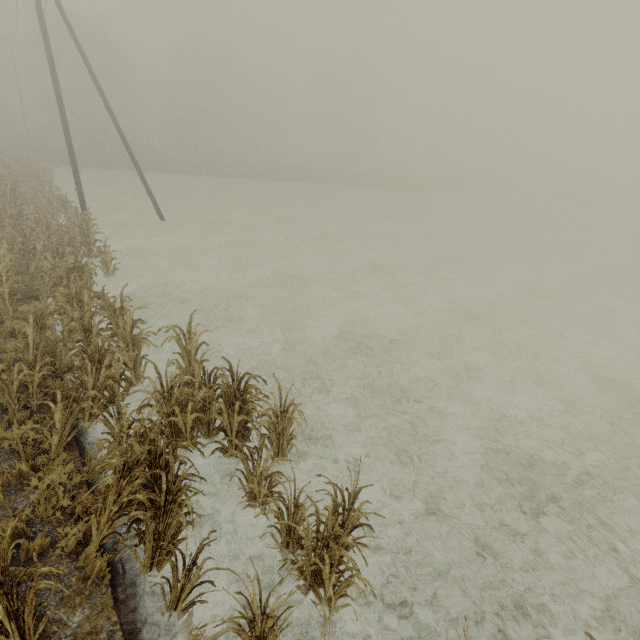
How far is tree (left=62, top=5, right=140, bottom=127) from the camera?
43.3m

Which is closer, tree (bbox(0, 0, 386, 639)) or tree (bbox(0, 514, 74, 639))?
tree (bbox(0, 514, 74, 639))

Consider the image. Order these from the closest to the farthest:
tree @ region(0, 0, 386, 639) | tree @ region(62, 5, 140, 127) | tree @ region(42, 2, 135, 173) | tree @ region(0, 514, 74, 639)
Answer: tree @ region(0, 514, 74, 639), tree @ region(0, 0, 386, 639), tree @ region(42, 2, 135, 173), tree @ region(62, 5, 140, 127)

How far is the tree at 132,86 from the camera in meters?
43.3 m

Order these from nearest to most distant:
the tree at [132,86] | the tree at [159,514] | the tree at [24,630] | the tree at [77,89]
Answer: the tree at [24,630], the tree at [159,514], the tree at [77,89], the tree at [132,86]

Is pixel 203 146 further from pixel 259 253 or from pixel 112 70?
pixel 259 253
